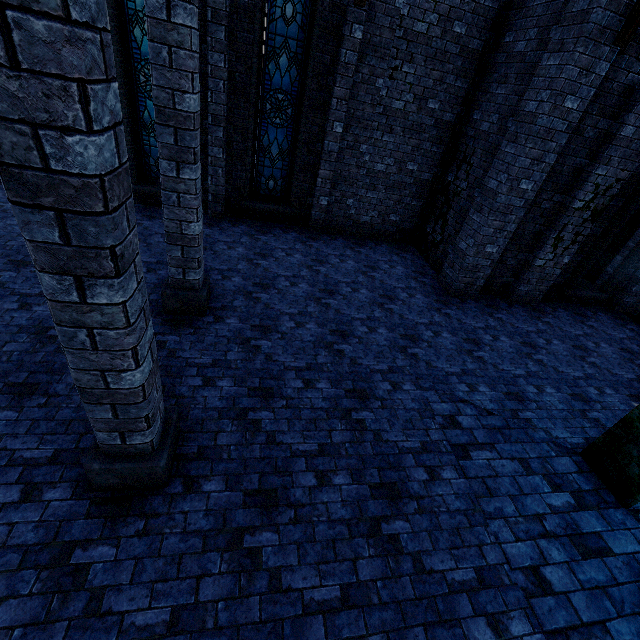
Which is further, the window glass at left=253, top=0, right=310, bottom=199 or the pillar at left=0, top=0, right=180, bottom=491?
the window glass at left=253, top=0, right=310, bottom=199

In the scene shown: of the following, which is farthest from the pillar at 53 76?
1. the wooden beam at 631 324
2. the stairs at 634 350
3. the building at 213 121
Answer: the wooden beam at 631 324

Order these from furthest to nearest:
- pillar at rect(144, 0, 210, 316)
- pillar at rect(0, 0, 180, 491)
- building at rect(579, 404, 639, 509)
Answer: building at rect(579, 404, 639, 509) < pillar at rect(144, 0, 210, 316) < pillar at rect(0, 0, 180, 491)

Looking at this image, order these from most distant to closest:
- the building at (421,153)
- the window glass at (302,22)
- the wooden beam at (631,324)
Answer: the wooden beam at (631,324)
the window glass at (302,22)
the building at (421,153)

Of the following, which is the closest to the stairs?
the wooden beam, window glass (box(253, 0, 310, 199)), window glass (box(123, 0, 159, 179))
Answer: the wooden beam

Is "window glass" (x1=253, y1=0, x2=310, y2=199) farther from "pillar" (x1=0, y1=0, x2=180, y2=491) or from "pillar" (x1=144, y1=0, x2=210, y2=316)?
"pillar" (x1=0, y1=0, x2=180, y2=491)

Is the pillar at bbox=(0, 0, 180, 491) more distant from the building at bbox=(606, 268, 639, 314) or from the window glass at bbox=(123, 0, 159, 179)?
the window glass at bbox=(123, 0, 159, 179)

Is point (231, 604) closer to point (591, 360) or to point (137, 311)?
point (137, 311)
